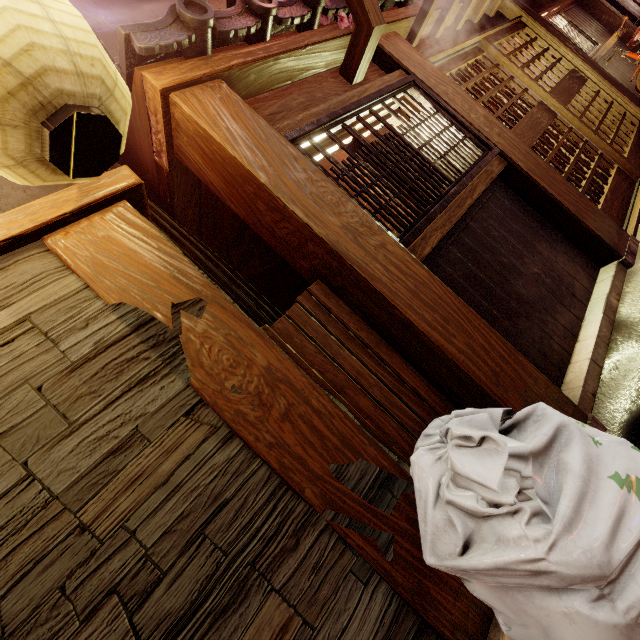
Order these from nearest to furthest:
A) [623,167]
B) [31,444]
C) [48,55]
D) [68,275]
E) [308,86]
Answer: [48,55] < [31,444] < [68,275] < [308,86] < [623,167]

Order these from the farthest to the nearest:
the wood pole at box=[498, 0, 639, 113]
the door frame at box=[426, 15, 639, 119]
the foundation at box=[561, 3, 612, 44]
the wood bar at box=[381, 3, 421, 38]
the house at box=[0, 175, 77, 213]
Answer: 1. the foundation at box=[561, 3, 612, 44]
2. the wood pole at box=[498, 0, 639, 113]
3. the door frame at box=[426, 15, 639, 119]
4. the wood bar at box=[381, 3, 421, 38]
5. the house at box=[0, 175, 77, 213]

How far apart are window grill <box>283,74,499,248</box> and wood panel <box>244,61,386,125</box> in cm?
33

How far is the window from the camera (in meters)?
4.87

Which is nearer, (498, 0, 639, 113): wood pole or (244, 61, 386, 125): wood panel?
(244, 61, 386, 125): wood panel

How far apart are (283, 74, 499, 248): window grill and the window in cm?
26

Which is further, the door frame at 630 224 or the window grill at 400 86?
the door frame at 630 224

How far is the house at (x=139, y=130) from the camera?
3.7 meters
